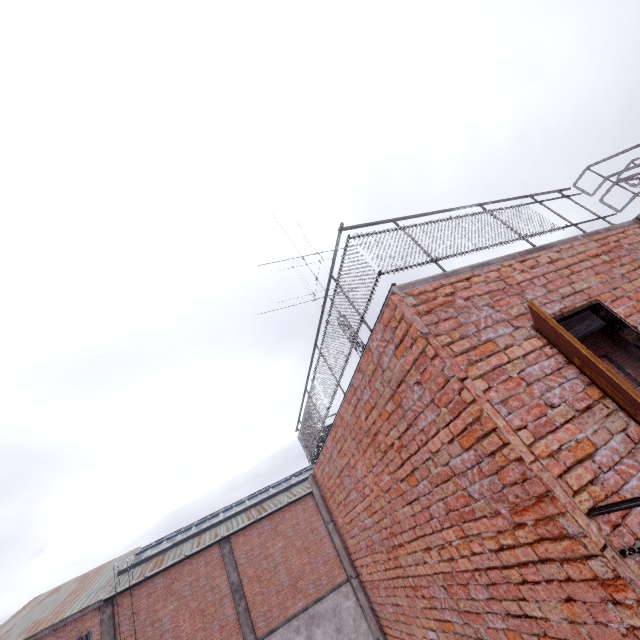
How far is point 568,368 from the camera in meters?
2.6

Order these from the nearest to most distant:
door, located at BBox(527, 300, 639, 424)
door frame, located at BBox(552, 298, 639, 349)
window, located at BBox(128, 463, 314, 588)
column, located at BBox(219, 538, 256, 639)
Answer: door, located at BBox(527, 300, 639, 424)
door frame, located at BBox(552, 298, 639, 349)
column, located at BBox(219, 538, 256, 639)
window, located at BBox(128, 463, 314, 588)

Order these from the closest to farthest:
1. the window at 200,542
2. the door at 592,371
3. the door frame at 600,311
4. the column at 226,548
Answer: the door at 592,371
the door frame at 600,311
the column at 226,548
the window at 200,542

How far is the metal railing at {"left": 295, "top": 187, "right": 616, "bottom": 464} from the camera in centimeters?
343cm

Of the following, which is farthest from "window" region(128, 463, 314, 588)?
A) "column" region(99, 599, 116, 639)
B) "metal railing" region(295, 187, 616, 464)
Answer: "metal railing" region(295, 187, 616, 464)

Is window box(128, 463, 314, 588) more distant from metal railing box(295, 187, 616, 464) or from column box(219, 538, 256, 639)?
metal railing box(295, 187, 616, 464)

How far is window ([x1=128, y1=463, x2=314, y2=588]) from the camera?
17.6m

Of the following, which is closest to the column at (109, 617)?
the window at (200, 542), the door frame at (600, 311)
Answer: the window at (200, 542)
